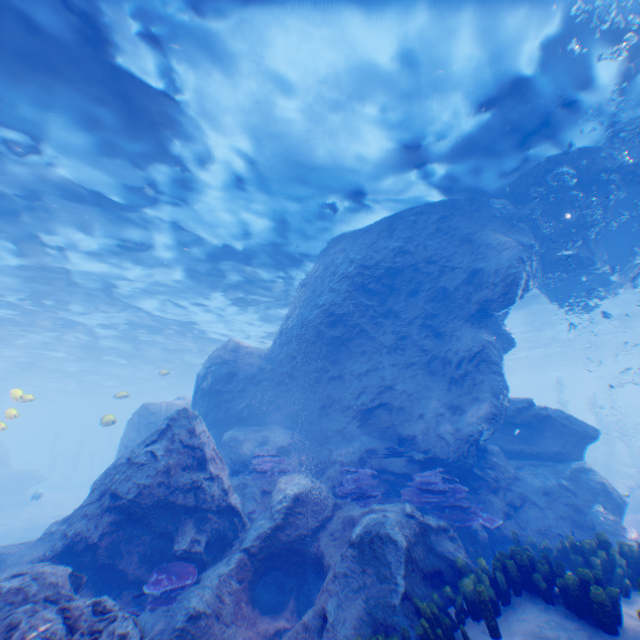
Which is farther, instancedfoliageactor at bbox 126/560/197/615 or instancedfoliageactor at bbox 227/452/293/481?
instancedfoliageactor at bbox 227/452/293/481

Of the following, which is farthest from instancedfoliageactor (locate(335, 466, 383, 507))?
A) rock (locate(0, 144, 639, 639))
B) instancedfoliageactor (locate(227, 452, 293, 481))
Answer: instancedfoliageactor (locate(227, 452, 293, 481))

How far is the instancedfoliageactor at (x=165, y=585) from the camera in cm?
545

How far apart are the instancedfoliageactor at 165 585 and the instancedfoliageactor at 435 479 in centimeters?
488cm

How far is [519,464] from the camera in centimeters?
1090cm

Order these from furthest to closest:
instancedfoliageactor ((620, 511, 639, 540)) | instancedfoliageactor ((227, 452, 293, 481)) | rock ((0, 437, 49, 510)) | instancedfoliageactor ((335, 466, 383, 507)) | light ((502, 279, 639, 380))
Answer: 1. rock ((0, 437, 49, 510))
2. light ((502, 279, 639, 380))
3. instancedfoliageactor ((620, 511, 639, 540))
4. instancedfoliageactor ((227, 452, 293, 481))
5. instancedfoliageactor ((335, 466, 383, 507))

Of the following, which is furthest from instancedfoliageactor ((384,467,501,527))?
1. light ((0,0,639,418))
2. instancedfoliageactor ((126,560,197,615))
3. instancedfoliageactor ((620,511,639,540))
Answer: instancedfoliageactor ((620,511,639,540))

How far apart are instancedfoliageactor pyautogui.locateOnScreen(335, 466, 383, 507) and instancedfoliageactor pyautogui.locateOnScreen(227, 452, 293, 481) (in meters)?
1.33
